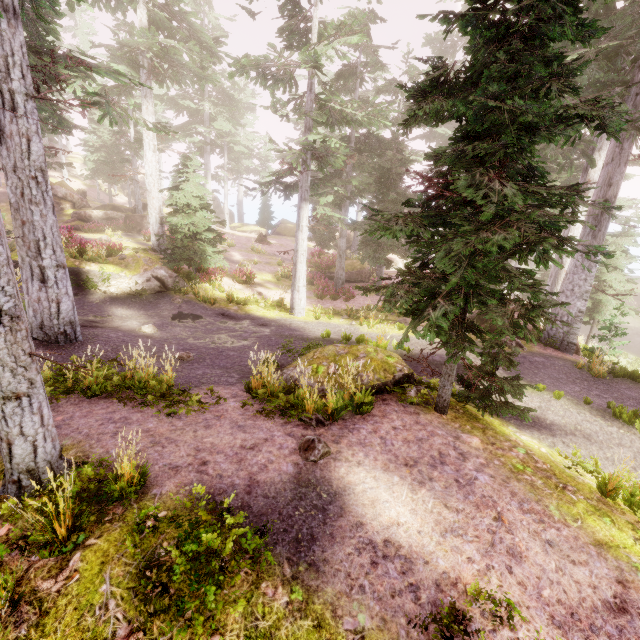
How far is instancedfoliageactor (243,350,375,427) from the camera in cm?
631

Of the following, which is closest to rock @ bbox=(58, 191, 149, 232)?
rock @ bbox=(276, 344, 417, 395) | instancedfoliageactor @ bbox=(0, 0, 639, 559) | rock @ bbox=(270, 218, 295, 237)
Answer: instancedfoliageactor @ bbox=(0, 0, 639, 559)

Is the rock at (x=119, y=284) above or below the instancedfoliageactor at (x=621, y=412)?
above

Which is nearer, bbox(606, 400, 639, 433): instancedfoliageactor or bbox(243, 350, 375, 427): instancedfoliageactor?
bbox(243, 350, 375, 427): instancedfoliageactor

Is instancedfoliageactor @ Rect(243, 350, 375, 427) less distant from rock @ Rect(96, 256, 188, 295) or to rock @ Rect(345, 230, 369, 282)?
rock @ Rect(96, 256, 188, 295)

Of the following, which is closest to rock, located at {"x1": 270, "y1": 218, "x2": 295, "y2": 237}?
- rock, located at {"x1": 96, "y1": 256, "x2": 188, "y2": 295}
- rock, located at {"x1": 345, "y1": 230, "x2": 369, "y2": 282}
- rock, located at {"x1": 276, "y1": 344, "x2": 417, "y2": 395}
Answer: rock, located at {"x1": 345, "y1": 230, "x2": 369, "y2": 282}

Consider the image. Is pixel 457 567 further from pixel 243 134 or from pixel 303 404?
pixel 243 134

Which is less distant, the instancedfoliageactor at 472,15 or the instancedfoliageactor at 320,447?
the instancedfoliageactor at 472,15
